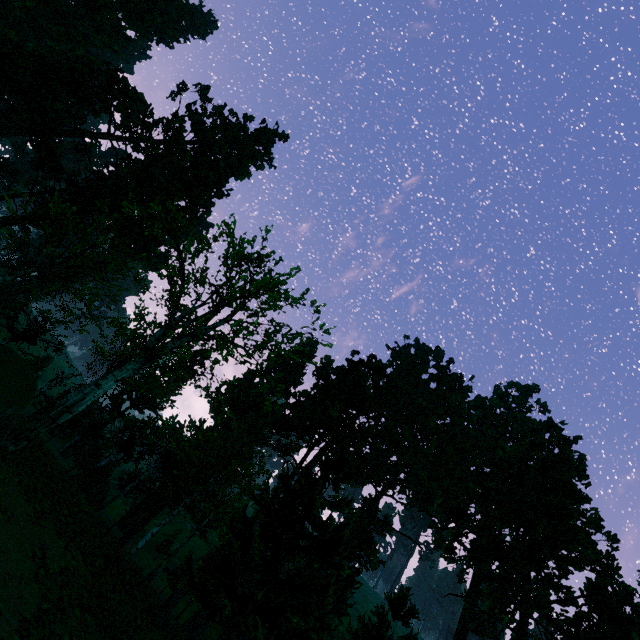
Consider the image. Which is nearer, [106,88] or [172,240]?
[172,240]

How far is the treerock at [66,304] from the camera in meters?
21.5 m

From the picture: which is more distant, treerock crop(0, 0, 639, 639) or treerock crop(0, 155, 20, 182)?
treerock crop(0, 155, 20, 182)

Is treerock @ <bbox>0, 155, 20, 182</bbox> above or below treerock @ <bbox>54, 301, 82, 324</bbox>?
above

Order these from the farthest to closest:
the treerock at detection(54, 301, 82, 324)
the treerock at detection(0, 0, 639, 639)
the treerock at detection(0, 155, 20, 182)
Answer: the treerock at detection(0, 155, 20, 182), the treerock at detection(54, 301, 82, 324), the treerock at detection(0, 0, 639, 639)

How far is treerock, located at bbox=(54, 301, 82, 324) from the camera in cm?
2145

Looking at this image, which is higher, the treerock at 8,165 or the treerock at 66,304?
the treerock at 8,165
